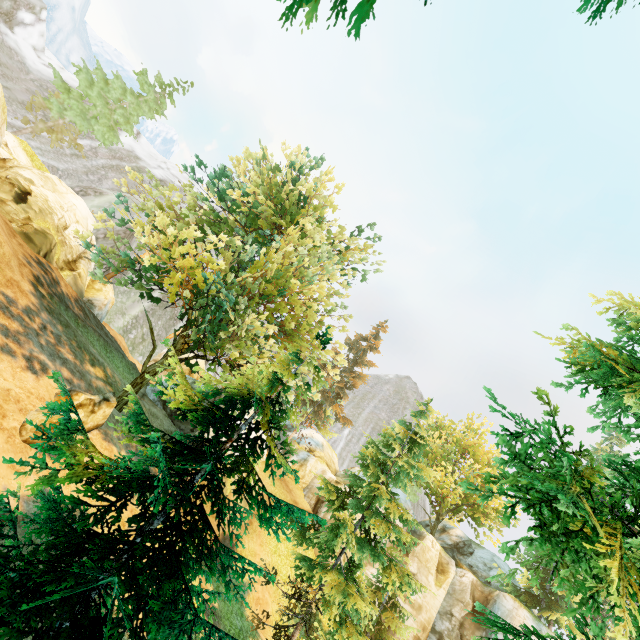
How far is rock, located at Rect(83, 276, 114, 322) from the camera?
23.6m

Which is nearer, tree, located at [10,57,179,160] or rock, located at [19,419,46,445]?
rock, located at [19,419,46,445]

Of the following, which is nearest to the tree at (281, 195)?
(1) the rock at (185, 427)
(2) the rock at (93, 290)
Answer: (1) the rock at (185, 427)

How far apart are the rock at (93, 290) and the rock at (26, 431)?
14.9 meters

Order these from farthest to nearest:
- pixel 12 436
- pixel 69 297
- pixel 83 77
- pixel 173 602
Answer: pixel 83 77 → pixel 69 297 → pixel 12 436 → pixel 173 602

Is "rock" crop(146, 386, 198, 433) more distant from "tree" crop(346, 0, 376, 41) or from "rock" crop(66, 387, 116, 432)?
"rock" crop(66, 387, 116, 432)

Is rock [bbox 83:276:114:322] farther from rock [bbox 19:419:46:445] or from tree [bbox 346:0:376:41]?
rock [bbox 19:419:46:445]

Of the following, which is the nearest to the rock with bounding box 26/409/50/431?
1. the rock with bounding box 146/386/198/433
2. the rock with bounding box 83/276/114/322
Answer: the rock with bounding box 146/386/198/433
